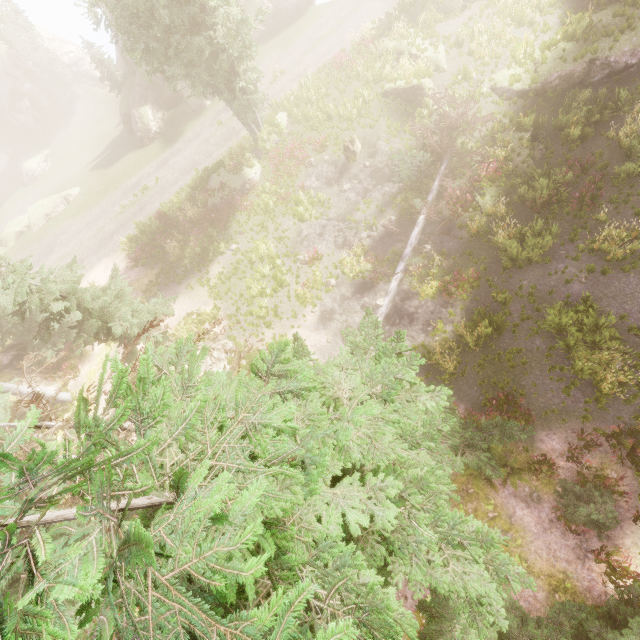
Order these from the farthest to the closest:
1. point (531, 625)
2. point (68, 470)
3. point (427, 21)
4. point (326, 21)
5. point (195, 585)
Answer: point (326, 21) → point (427, 21) → point (531, 625) → point (195, 585) → point (68, 470)

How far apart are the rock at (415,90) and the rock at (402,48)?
1.4m

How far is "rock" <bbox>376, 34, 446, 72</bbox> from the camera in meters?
19.3 m

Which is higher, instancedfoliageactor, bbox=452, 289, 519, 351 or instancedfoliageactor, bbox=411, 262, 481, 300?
instancedfoliageactor, bbox=452, 289, 519, 351

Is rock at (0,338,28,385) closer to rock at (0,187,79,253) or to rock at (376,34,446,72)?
rock at (0,187,79,253)

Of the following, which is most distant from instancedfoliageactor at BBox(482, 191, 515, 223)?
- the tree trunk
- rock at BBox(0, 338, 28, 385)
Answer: the tree trunk

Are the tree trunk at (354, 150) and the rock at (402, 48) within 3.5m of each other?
no

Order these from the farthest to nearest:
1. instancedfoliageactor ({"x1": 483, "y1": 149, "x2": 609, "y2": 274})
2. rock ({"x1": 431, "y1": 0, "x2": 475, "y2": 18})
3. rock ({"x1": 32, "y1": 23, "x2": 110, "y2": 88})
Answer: rock ({"x1": 32, "y1": 23, "x2": 110, "y2": 88}) < rock ({"x1": 431, "y1": 0, "x2": 475, "y2": 18}) < instancedfoliageactor ({"x1": 483, "y1": 149, "x2": 609, "y2": 274})
